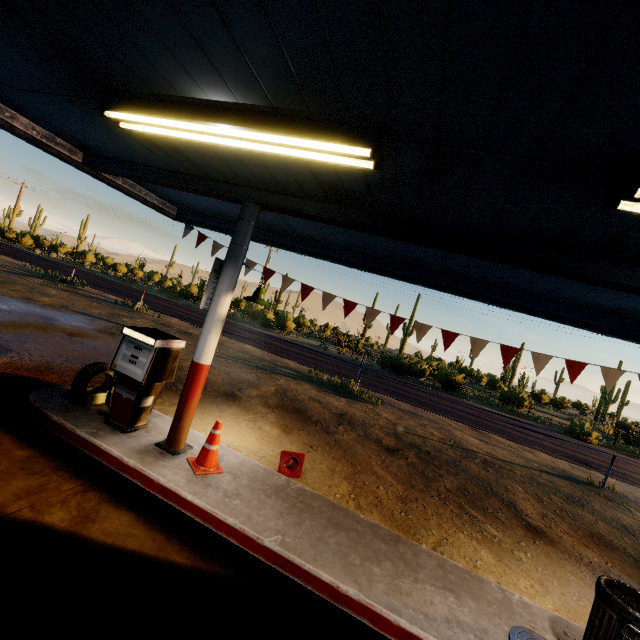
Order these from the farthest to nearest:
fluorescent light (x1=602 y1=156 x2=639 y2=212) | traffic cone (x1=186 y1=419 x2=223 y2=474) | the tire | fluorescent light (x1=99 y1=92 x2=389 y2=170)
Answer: the tire, traffic cone (x1=186 y1=419 x2=223 y2=474), fluorescent light (x1=99 y1=92 x2=389 y2=170), fluorescent light (x1=602 y1=156 x2=639 y2=212)

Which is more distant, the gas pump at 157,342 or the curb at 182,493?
the gas pump at 157,342

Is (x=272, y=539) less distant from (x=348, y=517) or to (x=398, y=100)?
(x=348, y=517)

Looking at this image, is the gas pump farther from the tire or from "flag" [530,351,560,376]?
"flag" [530,351,560,376]

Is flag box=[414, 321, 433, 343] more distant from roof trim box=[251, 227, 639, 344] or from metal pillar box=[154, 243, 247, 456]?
metal pillar box=[154, 243, 247, 456]

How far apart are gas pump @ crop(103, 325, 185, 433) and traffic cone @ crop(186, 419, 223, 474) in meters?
1.0 m

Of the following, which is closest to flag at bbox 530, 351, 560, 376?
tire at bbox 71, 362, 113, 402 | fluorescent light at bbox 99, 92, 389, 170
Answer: tire at bbox 71, 362, 113, 402

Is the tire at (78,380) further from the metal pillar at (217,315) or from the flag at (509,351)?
the flag at (509,351)
